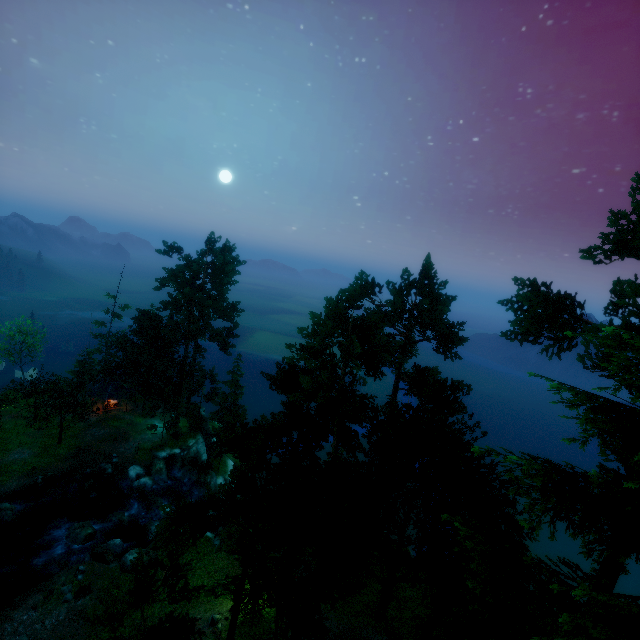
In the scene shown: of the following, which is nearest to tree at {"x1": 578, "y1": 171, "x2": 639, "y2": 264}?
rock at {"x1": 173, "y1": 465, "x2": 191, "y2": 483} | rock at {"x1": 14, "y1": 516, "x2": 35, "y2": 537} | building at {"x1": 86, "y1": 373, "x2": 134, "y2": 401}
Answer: building at {"x1": 86, "y1": 373, "x2": 134, "y2": 401}

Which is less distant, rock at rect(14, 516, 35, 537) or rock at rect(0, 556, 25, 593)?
rock at rect(0, 556, 25, 593)

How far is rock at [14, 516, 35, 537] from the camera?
28.04m

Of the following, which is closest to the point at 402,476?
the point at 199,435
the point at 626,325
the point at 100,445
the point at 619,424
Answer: the point at 626,325

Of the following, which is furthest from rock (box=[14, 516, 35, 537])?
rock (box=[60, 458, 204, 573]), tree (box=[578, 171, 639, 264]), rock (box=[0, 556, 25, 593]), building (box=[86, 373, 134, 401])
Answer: building (box=[86, 373, 134, 401])

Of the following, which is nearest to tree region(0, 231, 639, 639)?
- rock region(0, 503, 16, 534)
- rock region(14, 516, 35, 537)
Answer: rock region(0, 503, 16, 534)

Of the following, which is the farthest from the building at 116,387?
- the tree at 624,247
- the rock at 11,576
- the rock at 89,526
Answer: the rock at 11,576

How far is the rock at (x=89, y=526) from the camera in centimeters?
2655cm
